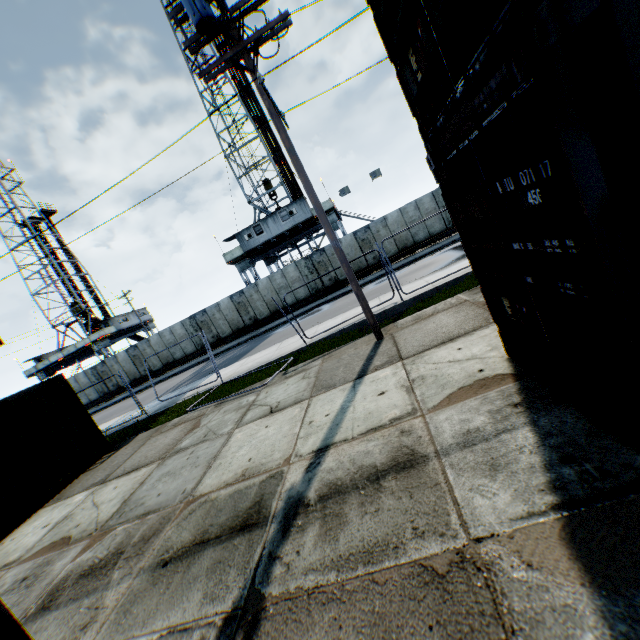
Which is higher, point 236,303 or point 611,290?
point 236,303

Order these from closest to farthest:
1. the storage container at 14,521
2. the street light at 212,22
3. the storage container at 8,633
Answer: the storage container at 8,633, the street light at 212,22, the storage container at 14,521

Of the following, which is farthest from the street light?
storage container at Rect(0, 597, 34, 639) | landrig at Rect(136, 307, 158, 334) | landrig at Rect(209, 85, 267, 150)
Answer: landrig at Rect(136, 307, 158, 334)

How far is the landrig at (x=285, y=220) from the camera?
27.5 meters

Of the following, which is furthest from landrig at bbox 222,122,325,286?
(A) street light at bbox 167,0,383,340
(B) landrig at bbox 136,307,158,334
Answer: (A) street light at bbox 167,0,383,340

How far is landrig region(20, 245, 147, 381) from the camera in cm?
3875

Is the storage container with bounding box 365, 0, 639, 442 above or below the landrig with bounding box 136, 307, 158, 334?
below

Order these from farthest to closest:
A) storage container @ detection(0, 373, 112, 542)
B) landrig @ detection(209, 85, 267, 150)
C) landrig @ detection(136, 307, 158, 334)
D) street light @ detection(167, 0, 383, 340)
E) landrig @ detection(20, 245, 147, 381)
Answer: landrig @ detection(136, 307, 158, 334)
landrig @ detection(20, 245, 147, 381)
landrig @ detection(209, 85, 267, 150)
storage container @ detection(0, 373, 112, 542)
street light @ detection(167, 0, 383, 340)
